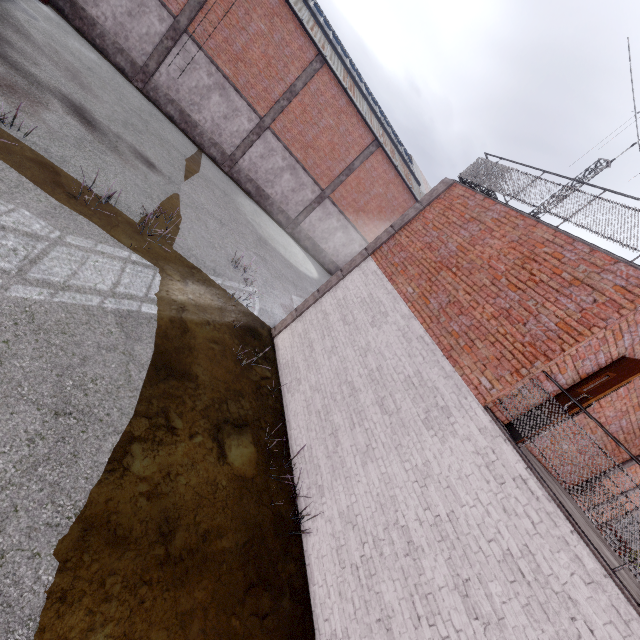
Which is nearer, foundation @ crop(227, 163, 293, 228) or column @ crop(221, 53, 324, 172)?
column @ crop(221, 53, 324, 172)

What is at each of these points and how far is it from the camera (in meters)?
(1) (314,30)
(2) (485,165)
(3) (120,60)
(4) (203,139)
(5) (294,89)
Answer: (1) window, 18.33
(2) metal railing, 8.48
(3) foundation, 17.19
(4) foundation, 20.05
(5) column, 19.42

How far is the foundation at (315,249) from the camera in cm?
2489

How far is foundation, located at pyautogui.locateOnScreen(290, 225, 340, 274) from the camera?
24.89m

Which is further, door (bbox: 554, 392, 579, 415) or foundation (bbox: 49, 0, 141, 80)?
foundation (bbox: 49, 0, 141, 80)

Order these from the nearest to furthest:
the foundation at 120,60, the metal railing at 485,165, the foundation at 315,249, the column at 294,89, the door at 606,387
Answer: the door at 606,387 < the metal railing at 485,165 < the foundation at 120,60 < the column at 294,89 < the foundation at 315,249

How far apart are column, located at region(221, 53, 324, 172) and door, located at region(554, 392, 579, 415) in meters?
21.3 m

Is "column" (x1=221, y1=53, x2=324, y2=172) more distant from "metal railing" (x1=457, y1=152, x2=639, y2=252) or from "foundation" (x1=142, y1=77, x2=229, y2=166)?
"metal railing" (x1=457, y1=152, x2=639, y2=252)
